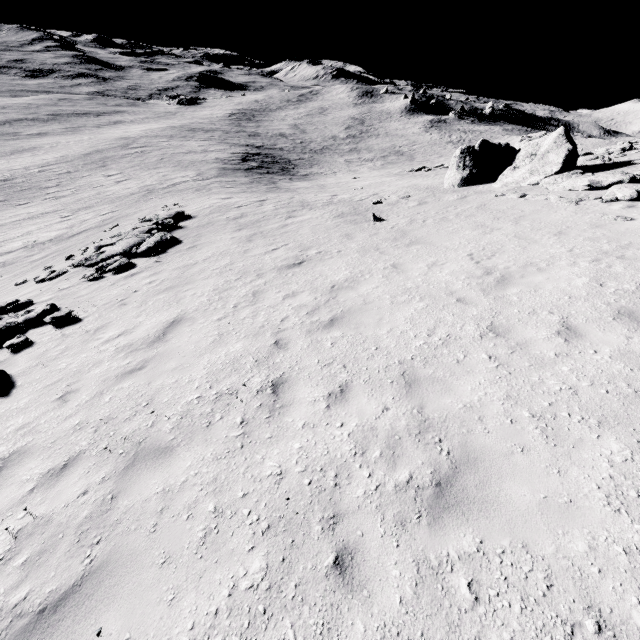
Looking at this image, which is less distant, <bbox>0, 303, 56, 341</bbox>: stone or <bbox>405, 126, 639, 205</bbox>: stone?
<bbox>0, 303, 56, 341</bbox>: stone

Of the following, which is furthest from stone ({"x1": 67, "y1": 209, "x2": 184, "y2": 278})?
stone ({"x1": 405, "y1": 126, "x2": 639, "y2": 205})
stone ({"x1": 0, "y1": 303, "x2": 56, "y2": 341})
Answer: stone ({"x1": 405, "y1": 126, "x2": 639, "y2": 205})

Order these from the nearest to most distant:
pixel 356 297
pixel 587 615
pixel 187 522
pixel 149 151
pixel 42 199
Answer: pixel 587 615 → pixel 187 522 → pixel 356 297 → pixel 42 199 → pixel 149 151

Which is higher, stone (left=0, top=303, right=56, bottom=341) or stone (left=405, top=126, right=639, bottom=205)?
stone (left=405, top=126, right=639, bottom=205)

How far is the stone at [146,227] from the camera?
13.02m

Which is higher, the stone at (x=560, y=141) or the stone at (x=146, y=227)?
the stone at (x=560, y=141)

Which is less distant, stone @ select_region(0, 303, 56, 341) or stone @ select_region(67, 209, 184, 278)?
stone @ select_region(0, 303, 56, 341)
